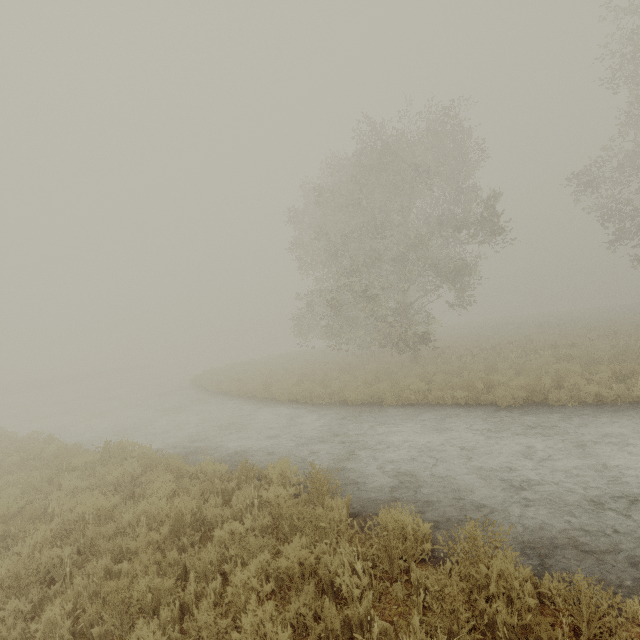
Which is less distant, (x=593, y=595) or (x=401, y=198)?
(x=593, y=595)
